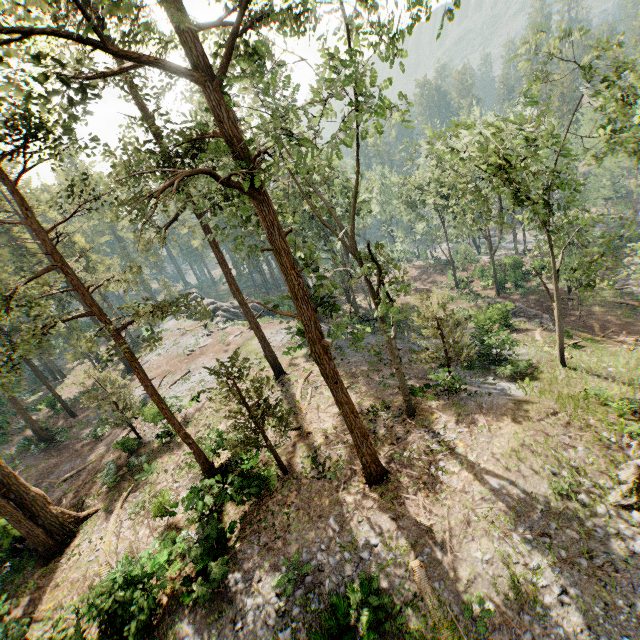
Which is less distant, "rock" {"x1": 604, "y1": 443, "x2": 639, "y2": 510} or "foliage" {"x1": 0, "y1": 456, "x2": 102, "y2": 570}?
"rock" {"x1": 604, "y1": 443, "x2": 639, "y2": 510}

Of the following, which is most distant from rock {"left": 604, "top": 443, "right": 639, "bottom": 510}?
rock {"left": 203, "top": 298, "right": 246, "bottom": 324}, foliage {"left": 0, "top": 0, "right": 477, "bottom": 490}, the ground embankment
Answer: rock {"left": 203, "top": 298, "right": 246, "bottom": 324}

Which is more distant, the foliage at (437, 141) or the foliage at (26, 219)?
the foliage at (437, 141)

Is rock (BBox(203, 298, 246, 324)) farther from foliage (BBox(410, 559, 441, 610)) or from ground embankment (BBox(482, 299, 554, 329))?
Answer: ground embankment (BBox(482, 299, 554, 329))

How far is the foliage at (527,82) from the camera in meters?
14.1

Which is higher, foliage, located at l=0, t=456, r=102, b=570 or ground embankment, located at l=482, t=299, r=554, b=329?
foliage, located at l=0, t=456, r=102, b=570

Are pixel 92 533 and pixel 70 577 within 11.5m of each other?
yes

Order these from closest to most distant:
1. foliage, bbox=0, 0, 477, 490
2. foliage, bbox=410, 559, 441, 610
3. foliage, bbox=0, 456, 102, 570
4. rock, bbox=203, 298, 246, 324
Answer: foliage, bbox=0, 0, 477, 490 → foliage, bbox=410, 559, 441, 610 → foliage, bbox=0, 456, 102, 570 → rock, bbox=203, 298, 246, 324
